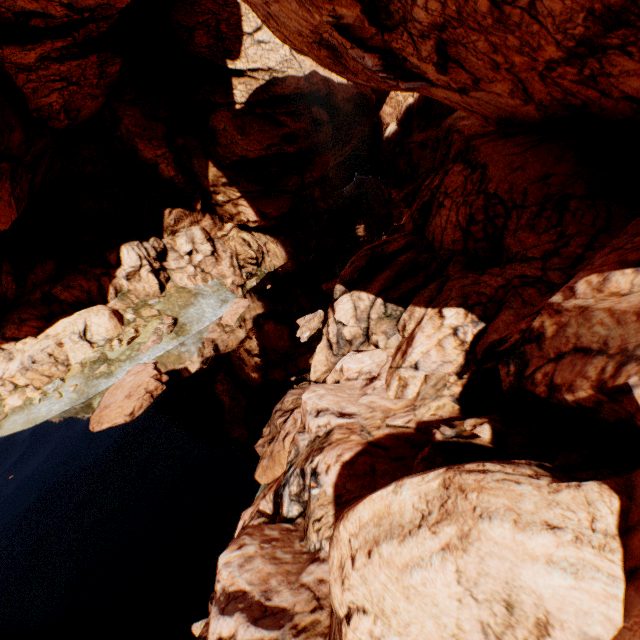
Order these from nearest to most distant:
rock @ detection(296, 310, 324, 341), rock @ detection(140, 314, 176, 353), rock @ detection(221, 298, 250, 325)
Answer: rock @ detection(296, 310, 324, 341), rock @ detection(140, 314, 176, 353), rock @ detection(221, 298, 250, 325)

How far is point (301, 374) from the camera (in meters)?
17.44

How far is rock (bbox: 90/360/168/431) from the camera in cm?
1756

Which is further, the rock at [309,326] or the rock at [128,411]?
the rock at [309,326]

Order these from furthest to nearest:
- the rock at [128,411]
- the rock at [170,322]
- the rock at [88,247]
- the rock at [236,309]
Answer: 1. the rock at [236,309]
2. the rock at [170,322]
3. the rock at [128,411]
4. the rock at [88,247]

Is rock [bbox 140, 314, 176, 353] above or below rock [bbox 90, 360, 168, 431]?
above
